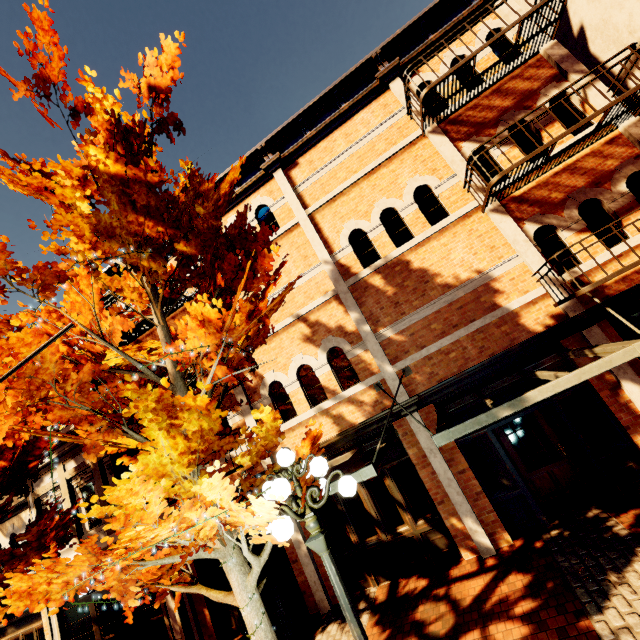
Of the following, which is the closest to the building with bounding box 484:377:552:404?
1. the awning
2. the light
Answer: the awning

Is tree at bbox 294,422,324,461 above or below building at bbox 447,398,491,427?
above

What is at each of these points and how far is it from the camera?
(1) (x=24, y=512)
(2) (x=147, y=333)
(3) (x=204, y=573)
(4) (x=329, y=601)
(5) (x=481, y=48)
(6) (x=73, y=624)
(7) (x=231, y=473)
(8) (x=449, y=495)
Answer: (1) building, 11.88m
(2) building, 10.81m
(3) building, 9.08m
(4) building, 7.56m
(5) building, 6.74m
(6) building, 10.10m
(7) building, 7.73m
(8) building, 6.93m

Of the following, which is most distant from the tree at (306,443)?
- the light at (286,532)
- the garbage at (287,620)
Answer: the garbage at (287,620)

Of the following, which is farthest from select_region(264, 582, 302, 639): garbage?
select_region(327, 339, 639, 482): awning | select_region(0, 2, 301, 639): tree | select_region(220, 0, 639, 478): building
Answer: select_region(327, 339, 639, 482): awning

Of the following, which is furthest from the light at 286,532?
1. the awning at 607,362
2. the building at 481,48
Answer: the building at 481,48

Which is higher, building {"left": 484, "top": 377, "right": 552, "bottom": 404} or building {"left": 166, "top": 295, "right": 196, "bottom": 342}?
building {"left": 166, "top": 295, "right": 196, "bottom": 342}

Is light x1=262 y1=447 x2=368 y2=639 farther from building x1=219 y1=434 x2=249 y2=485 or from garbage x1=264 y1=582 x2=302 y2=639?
garbage x1=264 y1=582 x2=302 y2=639
